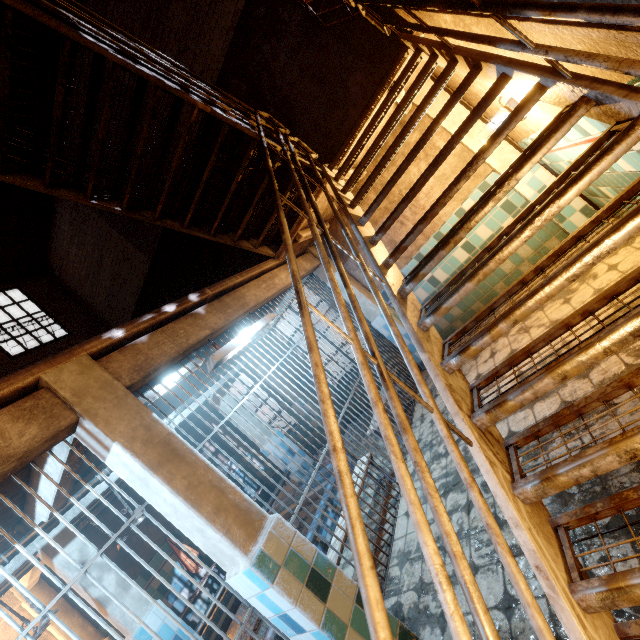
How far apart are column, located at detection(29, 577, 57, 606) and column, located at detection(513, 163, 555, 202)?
9.1 meters

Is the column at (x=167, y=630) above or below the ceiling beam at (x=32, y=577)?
below

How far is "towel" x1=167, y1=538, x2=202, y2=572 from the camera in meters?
6.5 m

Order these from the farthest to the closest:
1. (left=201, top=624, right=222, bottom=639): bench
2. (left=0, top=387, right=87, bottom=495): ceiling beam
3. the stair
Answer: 1. (left=201, top=624, right=222, bottom=639): bench
2. (left=0, top=387, right=87, bottom=495): ceiling beam
3. the stair

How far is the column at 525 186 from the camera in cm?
409

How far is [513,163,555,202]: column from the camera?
4.1m

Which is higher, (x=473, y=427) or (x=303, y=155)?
(x=303, y=155)

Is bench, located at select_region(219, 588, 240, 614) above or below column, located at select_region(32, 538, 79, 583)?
below
